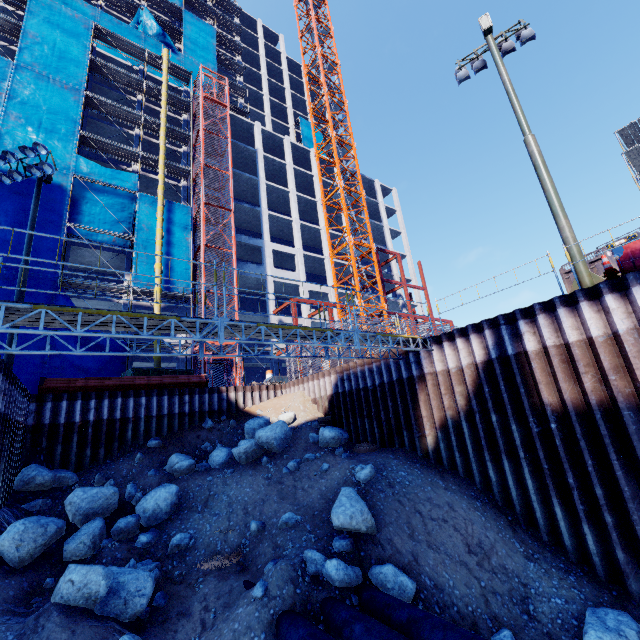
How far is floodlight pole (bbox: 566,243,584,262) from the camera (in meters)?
9.29

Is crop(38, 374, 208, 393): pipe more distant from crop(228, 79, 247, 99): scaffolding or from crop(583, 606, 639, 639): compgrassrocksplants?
crop(228, 79, 247, 99): scaffolding

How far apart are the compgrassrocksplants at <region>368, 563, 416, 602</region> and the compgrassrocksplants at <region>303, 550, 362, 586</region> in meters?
0.2 m

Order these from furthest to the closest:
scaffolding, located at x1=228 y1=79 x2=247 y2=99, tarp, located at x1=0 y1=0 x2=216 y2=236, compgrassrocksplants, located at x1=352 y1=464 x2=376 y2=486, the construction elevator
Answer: scaffolding, located at x1=228 y1=79 x2=247 y2=99
the construction elevator
tarp, located at x1=0 y1=0 x2=216 y2=236
compgrassrocksplants, located at x1=352 y1=464 x2=376 y2=486

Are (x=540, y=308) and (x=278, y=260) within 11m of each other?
no

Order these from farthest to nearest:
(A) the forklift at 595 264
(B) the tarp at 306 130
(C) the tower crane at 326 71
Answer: (B) the tarp at 306 130
(C) the tower crane at 326 71
(A) the forklift at 595 264

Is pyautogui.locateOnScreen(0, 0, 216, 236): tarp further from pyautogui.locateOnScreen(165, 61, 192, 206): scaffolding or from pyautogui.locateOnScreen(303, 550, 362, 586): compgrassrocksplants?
pyautogui.locateOnScreen(303, 550, 362, 586): compgrassrocksplants

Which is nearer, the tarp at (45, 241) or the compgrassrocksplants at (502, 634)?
the compgrassrocksplants at (502, 634)
